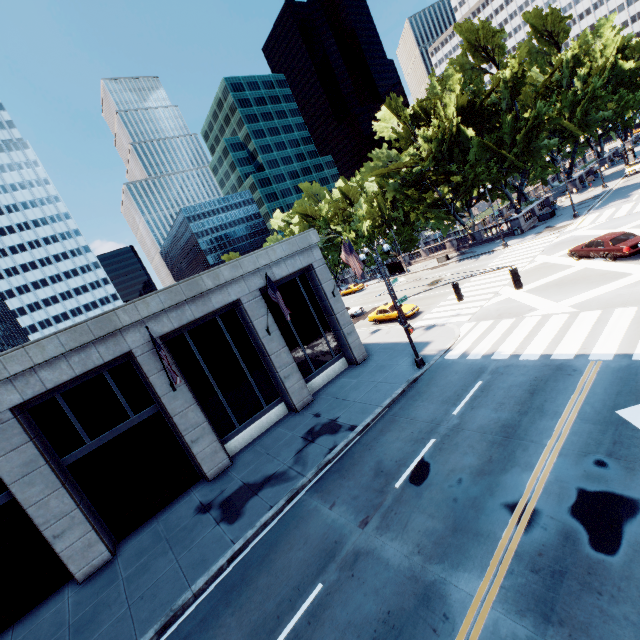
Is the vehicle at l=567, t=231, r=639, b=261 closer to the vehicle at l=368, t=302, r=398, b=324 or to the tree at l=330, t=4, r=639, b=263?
the vehicle at l=368, t=302, r=398, b=324

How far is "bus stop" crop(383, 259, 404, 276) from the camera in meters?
50.9 m

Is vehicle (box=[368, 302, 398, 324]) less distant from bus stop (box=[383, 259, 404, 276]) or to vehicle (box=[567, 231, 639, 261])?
vehicle (box=[567, 231, 639, 261])

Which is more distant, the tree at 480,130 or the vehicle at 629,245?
the tree at 480,130

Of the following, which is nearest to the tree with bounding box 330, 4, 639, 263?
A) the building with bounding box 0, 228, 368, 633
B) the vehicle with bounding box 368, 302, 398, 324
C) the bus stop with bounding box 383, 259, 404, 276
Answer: the bus stop with bounding box 383, 259, 404, 276

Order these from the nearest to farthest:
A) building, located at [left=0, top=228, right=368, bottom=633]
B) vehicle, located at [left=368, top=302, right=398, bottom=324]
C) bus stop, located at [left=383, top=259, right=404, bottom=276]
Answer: building, located at [left=0, top=228, right=368, bottom=633], vehicle, located at [left=368, top=302, right=398, bottom=324], bus stop, located at [left=383, top=259, right=404, bottom=276]

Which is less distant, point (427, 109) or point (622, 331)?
point (622, 331)

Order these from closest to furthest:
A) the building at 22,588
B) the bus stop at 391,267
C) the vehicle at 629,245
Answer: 1. the building at 22,588
2. the vehicle at 629,245
3. the bus stop at 391,267
